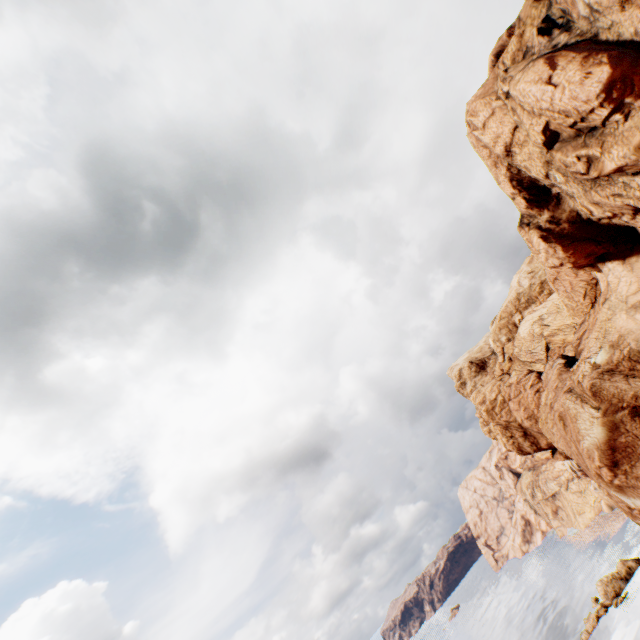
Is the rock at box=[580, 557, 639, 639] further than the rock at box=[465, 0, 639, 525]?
Yes

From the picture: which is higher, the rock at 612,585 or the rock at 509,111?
the rock at 509,111

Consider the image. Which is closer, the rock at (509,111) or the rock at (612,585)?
the rock at (509,111)

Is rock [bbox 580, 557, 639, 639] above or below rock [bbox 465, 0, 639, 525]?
below

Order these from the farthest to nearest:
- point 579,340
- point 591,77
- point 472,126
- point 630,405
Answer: point 579,340
point 630,405
point 472,126
point 591,77
